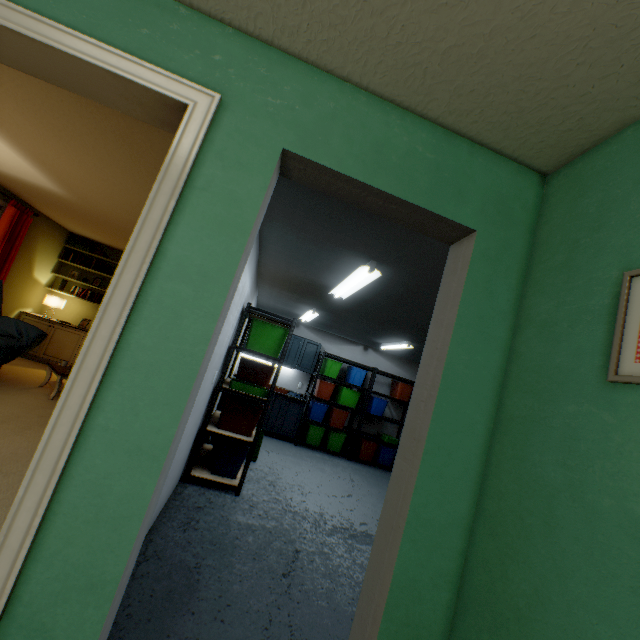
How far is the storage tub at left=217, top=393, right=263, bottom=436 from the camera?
3.60m

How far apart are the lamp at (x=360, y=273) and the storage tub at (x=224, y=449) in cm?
197

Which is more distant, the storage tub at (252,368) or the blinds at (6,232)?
the blinds at (6,232)

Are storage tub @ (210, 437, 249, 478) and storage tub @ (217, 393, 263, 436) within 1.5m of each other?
yes

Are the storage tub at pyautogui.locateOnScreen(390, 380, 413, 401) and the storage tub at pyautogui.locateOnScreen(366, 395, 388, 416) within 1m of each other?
yes

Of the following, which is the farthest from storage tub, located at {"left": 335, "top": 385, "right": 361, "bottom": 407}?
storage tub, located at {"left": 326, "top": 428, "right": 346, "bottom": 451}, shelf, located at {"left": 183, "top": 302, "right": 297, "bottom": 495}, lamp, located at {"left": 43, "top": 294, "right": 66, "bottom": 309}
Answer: lamp, located at {"left": 43, "top": 294, "right": 66, "bottom": 309}

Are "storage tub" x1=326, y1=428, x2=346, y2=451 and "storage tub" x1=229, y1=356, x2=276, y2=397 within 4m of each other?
yes

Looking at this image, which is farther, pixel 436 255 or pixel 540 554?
pixel 436 255
